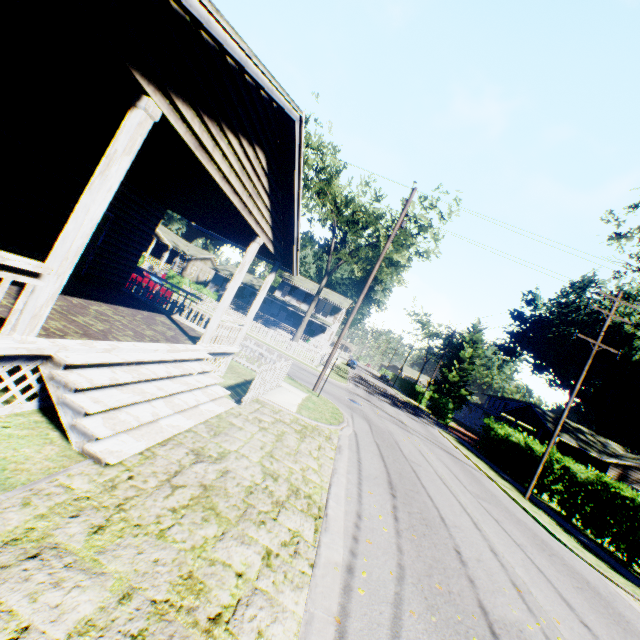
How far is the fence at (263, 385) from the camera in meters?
9.4

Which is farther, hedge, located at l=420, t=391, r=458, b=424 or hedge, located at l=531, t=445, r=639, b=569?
hedge, located at l=420, t=391, r=458, b=424

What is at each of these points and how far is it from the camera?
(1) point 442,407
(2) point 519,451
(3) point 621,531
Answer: (1) hedge, 41.16m
(2) hedge, 22.50m
(3) hedge, 13.69m

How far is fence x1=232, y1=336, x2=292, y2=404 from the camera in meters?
9.4

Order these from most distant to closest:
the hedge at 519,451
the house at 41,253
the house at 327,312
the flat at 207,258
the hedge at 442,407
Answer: the flat at 207,258, the house at 327,312, the hedge at 442,407, the hedge at 519,451, the house at 41,253

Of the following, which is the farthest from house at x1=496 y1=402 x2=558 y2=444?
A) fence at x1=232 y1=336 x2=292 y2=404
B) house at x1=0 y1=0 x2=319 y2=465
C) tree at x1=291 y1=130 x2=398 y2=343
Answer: house at x1=0 y1=0 x2=319 y2=465

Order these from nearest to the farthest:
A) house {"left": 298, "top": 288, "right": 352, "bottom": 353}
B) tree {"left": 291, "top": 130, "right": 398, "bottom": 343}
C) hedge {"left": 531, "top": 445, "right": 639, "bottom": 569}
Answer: hedge {"left": 531, "top": 445, "right": 639, "bottom": 569} → tree {"left": 291, "top": 130, "right": 398, "bottom": 343} → house {"left": 298, "top": 288, "right": 352, "bottom": 353}

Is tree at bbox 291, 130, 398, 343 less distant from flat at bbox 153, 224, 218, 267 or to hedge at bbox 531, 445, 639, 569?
hedge at bbox 531, 445, 639, 569
